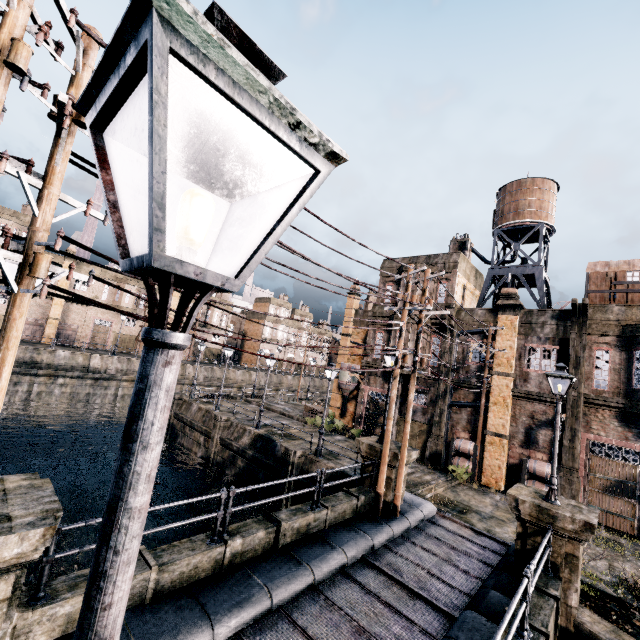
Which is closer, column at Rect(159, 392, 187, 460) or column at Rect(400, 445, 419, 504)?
column at Rect(400, 445, 419, 504)

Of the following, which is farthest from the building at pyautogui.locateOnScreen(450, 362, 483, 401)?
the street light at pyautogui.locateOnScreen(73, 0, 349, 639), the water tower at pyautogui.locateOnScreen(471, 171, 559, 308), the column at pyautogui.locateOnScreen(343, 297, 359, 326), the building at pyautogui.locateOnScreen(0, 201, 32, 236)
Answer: the building at pyautogui.locateOnScreen(0, 201, 32, 236)

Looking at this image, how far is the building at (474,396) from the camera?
22.6m

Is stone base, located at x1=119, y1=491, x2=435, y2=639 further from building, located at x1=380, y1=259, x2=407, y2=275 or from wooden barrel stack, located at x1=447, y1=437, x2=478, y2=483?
building, located at x1=380, y1=259, x2=407, y2=275

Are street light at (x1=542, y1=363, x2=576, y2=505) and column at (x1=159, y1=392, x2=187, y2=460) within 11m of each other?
no

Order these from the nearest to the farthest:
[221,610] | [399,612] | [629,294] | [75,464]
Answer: [221,610]
[399,612]
[629,294]
[75,464]

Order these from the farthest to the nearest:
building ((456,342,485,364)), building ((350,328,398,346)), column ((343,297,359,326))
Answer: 1. column ((343,297,359,326))
2. building ((350,328,398,346))
3. building ((456,342,485,364))

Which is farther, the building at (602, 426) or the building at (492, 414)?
the building at (492, 414)
